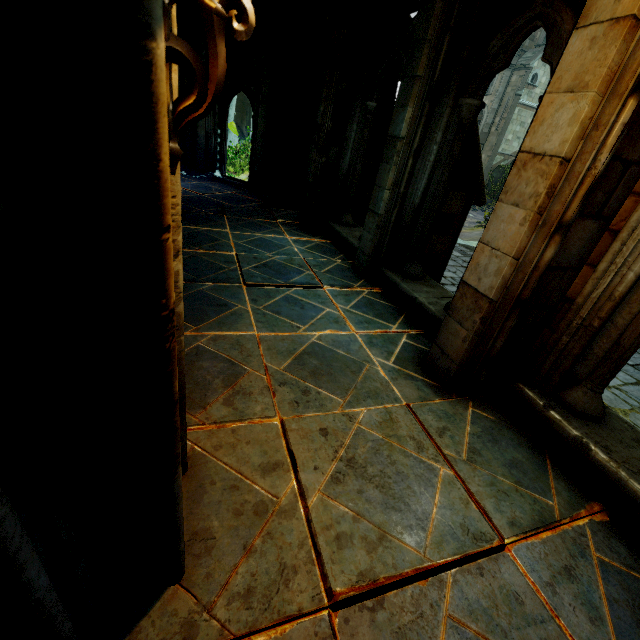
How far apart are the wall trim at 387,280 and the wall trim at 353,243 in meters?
0.5 m

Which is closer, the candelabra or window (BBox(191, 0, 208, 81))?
the candelabra

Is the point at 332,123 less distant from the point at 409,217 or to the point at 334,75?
the point at 334,75

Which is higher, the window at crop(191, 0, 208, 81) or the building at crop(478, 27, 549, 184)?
the building at crop(478, 27, 549, 184)

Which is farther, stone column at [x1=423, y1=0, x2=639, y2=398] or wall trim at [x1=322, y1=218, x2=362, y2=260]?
wall trim at [x1=322, y1=218, x2=362, y2=260]

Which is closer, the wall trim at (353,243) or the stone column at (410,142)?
the stone column at (410,142)

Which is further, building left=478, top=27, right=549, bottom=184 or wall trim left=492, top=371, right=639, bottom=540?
building left=478, top=27, right=549, bottom=184

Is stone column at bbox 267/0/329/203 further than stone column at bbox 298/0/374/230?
Yes
